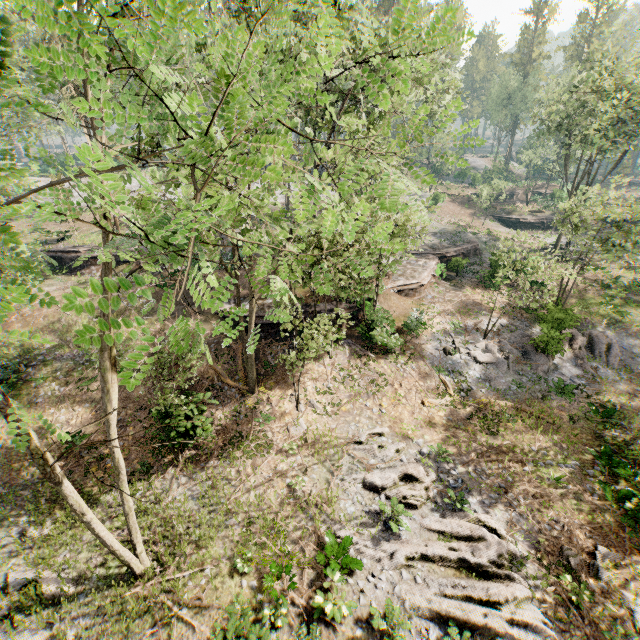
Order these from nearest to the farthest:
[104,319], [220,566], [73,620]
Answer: [104,319] < [73,620] < [220,566]

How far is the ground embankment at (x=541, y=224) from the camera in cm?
4641

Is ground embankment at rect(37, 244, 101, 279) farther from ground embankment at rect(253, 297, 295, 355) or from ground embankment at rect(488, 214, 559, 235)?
ground embankment at rect(488, 214, 559, 235)

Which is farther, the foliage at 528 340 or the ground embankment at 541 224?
the ground embankment at 541 224

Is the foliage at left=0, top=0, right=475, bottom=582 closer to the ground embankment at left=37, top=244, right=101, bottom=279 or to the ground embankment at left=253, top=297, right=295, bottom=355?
the ground embankment at left=253, top=297, right=295, bottom=355

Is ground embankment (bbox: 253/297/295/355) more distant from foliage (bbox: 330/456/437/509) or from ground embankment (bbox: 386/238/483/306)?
ground embankment (bbox: 386/238/483/306)

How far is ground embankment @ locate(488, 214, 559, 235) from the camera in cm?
4641

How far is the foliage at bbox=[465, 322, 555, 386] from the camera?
20.0m
